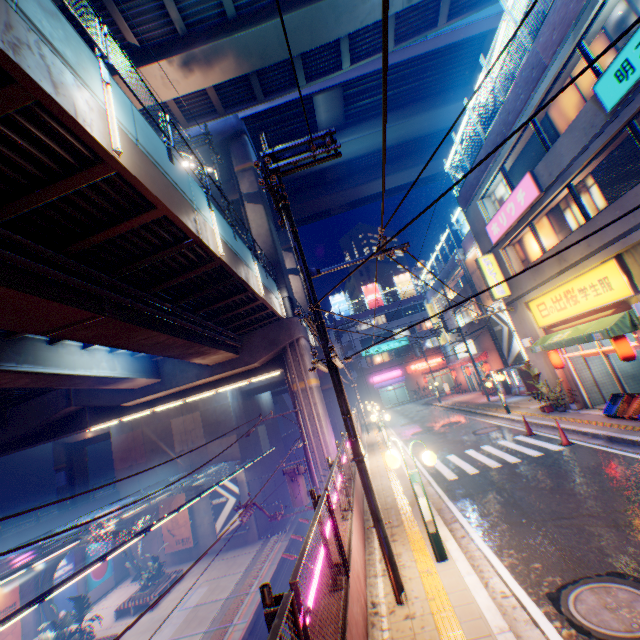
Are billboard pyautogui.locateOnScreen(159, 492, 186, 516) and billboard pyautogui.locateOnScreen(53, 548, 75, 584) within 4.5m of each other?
no

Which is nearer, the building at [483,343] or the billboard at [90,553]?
the billboard at [90,553]

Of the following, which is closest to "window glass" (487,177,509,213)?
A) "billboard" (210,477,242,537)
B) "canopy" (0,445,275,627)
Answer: "canopy" (0,445,275,627)

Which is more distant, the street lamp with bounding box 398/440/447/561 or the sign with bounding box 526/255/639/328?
the sign with bounding box 526/255/639/328

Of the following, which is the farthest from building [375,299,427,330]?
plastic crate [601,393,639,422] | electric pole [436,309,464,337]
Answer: plastic crate [601,393,639,422]

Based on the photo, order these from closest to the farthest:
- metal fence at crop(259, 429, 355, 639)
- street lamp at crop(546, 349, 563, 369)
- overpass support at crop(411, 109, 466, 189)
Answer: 1. metal fence at crop(259, 429, 355, 639)
2. street lamp at crop(546, 349, 563, 369)
3. overpass support at crop(411, 109, 466, 189)

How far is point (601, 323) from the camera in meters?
11.4 m

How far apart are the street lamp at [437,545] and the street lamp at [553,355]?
11.8 meters
